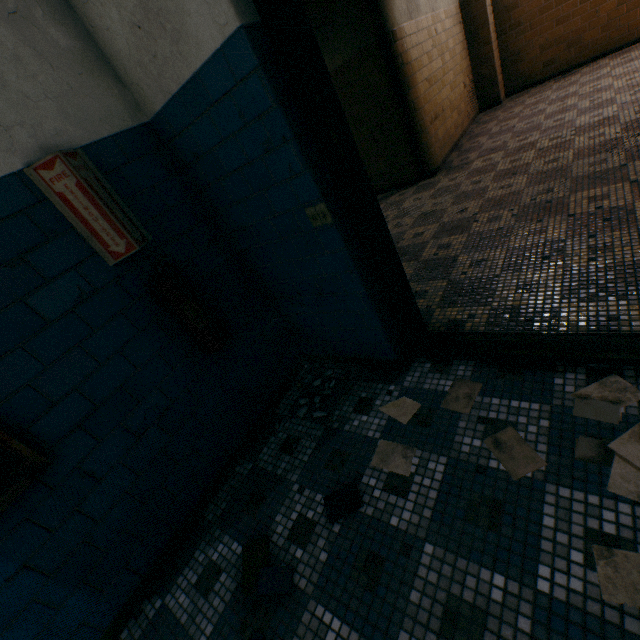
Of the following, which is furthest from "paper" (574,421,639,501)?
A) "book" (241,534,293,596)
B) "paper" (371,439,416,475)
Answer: "book" (241,534,293,596)

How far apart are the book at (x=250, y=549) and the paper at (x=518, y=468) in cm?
111

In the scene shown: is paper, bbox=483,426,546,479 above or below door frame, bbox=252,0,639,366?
below

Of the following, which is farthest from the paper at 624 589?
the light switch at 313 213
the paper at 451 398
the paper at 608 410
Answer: the light switch at 313 213

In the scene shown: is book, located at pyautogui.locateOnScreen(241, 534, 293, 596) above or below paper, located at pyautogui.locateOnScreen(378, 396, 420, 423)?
above

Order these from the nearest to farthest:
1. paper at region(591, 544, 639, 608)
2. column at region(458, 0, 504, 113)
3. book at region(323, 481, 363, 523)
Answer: paper at region(591, 544, 639, 608) < book at region(323, 481, 363, 523) < column at region(458, 0, 504, 113)

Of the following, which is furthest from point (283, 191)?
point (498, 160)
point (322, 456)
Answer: point (498, 160)

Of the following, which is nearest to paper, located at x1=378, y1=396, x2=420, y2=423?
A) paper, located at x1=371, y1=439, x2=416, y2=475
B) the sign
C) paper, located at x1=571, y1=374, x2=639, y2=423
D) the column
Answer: paper, located at x1=371, y1=439, x2=416, y2=475
